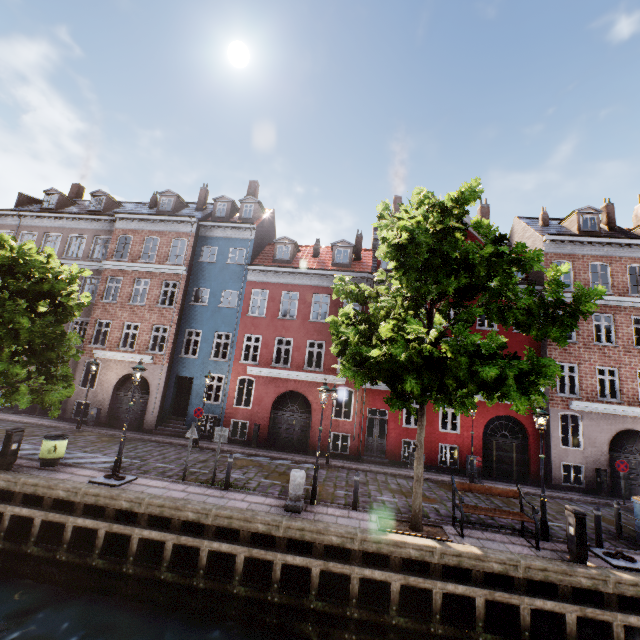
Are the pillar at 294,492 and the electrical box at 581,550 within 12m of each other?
yes

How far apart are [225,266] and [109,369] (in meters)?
9.73

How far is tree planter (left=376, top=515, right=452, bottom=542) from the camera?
8.74m

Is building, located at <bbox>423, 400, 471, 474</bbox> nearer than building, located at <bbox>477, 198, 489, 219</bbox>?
Yes

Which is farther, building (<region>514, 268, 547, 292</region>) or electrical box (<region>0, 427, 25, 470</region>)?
building (<region>514, 268, 547, 292</region>)

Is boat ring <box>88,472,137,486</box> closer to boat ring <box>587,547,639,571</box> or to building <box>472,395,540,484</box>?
building <box>472,395,540,484</box>

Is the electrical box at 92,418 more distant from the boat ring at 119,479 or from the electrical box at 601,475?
the electrical box at 601,475

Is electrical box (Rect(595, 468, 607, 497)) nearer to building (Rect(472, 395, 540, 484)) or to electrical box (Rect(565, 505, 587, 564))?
building (Rect(472, 395, 540, 484))
